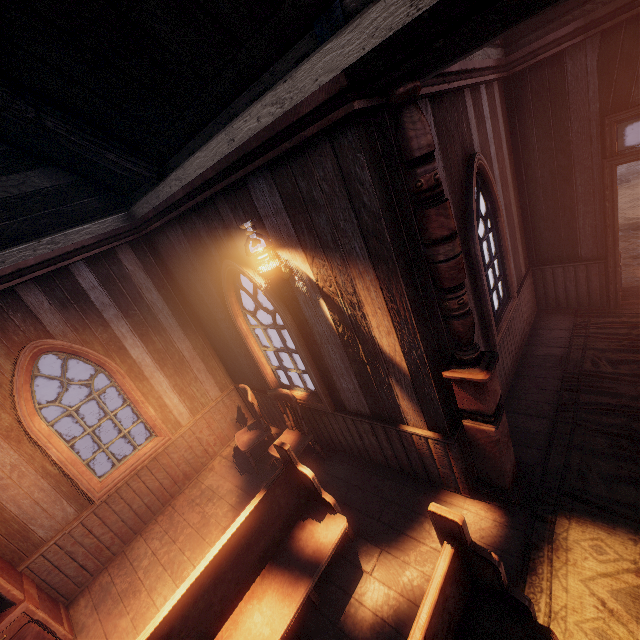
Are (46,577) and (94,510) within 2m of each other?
yes

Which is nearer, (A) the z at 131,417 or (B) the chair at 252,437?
(B) the chair at 252,437

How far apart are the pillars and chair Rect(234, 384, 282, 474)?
2.8 meters

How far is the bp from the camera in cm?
306

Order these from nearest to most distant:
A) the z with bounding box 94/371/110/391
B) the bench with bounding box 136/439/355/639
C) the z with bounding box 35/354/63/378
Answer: the bench with bounding box 136/439/355/639 → the z with bounding box 94/371/110/391 → the z with bounding box 35/354/63/378

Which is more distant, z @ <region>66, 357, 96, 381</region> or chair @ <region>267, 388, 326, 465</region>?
z @ <region>66, 357, 96, 381</region>

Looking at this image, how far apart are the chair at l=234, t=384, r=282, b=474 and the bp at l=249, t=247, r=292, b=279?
2.06m

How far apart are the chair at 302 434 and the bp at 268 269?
1.7 meters
